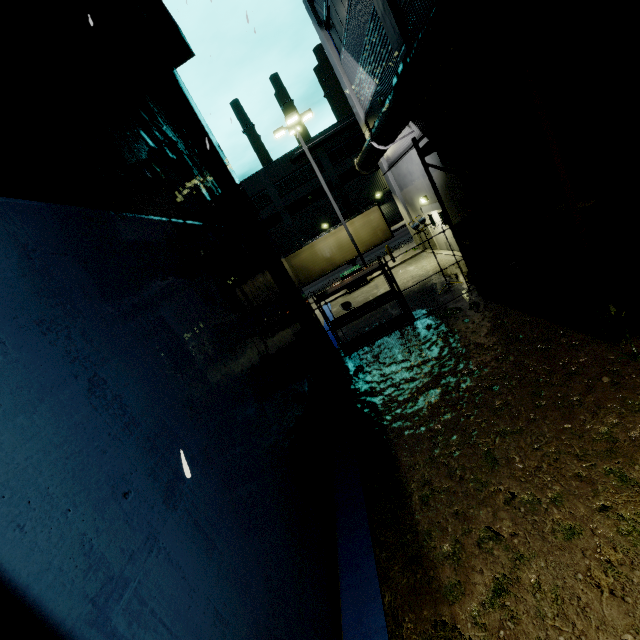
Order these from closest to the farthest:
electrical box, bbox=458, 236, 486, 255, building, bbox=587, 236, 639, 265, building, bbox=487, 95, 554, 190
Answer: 1. building, bbox=587, 236, 639, 265
2. building, bbox=487, 95, 554, 190
3. electrical box, bbox=458, 236, 486, 255

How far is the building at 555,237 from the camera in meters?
7.8

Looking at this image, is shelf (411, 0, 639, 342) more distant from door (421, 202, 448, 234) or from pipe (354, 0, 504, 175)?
door (421, 202, 448, 234)

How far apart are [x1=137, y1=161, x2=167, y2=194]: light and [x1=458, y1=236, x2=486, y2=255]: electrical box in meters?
8.6 m

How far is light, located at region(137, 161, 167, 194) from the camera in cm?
450

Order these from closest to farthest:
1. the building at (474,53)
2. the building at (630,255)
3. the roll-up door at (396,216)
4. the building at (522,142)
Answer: the building at (474,53) < the building at (630,255) < the building at (522,142) < the roll-up door at (396,216)

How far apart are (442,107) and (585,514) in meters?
11.1 m

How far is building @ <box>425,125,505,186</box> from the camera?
9.1m
